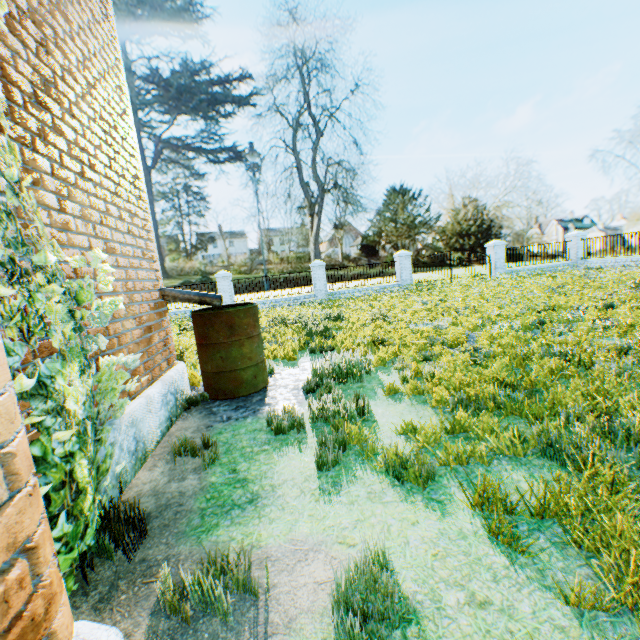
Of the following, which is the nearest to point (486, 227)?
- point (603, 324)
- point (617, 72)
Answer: point (617, 72)

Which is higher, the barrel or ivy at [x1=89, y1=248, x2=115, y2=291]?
ivy at [x1=89, y1=248, x2=115, y2=291]

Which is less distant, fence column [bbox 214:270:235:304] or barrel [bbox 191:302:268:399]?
barrel [bbox 191:302:268:399]

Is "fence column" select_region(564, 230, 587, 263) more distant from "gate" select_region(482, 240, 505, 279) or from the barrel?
the barrel

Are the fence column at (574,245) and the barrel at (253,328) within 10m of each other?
no

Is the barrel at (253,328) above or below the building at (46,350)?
below

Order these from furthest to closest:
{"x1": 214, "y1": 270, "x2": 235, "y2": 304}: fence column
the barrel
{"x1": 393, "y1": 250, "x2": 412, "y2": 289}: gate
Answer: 1. {"x1": 393, "y1": 250, "x2": 412, "y2": 289}: gate
2. {"x1": 214, "y1": 270, "x2": 235, "y2": 304}: fence column
3. the barrel

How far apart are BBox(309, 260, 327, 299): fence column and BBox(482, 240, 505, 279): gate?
10.00m
